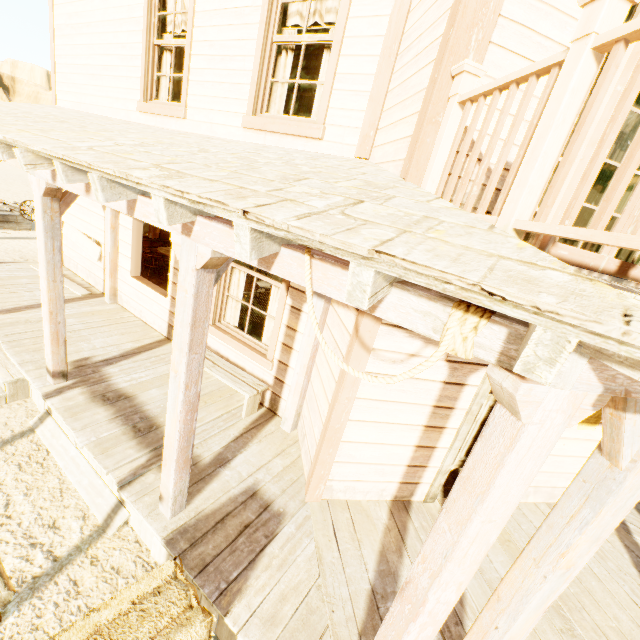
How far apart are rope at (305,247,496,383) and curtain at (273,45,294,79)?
2.8 meters

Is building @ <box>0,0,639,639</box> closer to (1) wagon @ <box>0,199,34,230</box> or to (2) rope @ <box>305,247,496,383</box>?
(2) rope @ <box>305,247,496,383</box>

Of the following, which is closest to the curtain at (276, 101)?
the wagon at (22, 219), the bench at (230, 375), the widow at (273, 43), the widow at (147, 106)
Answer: the widow at (273, 43)

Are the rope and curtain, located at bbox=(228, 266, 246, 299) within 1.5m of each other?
no

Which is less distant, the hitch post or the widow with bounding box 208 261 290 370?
the hitch post

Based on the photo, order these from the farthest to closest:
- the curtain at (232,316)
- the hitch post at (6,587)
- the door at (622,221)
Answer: the curtain at (232,316)
the door at (622,221)
the hitch post at (6,587)

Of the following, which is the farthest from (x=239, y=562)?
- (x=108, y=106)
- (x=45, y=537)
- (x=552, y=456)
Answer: (x=108, y=106)

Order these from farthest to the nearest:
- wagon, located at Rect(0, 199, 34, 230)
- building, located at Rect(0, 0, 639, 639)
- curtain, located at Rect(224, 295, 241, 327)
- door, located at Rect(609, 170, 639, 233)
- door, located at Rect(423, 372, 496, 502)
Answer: wagon, located at Rect(0, 199, 34, 230), curtain, located at Rect(224, 295, 241, 327), door, located at Rect(423, 372, 496, 502), door, located at Rect(609, 170, 639, 233), building, located at Rect(0, 0, 639, 639)
